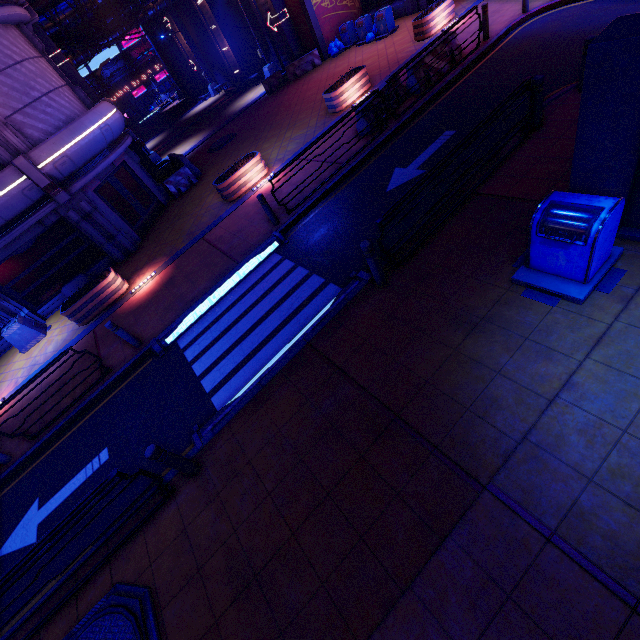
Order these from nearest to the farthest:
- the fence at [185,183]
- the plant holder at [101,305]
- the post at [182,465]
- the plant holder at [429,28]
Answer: the post at [182,465], the plant holder at [101,305], the plant holder at [429,28], the fence at [185,183]

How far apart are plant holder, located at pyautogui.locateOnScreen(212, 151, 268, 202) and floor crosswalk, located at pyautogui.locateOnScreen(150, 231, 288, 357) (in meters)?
4.13

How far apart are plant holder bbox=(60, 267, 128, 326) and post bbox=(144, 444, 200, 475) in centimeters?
869cm

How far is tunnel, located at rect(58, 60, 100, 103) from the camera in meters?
16.7 m

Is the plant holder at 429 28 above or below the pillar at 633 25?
below

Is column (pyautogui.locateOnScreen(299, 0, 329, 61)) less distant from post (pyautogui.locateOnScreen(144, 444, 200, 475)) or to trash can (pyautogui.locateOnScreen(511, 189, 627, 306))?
trash can (pyautogui.locateOnScreen(511, 189, 627, 306))

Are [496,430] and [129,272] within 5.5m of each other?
no

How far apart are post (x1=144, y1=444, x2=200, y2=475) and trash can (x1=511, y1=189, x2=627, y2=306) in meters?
6.2 m
